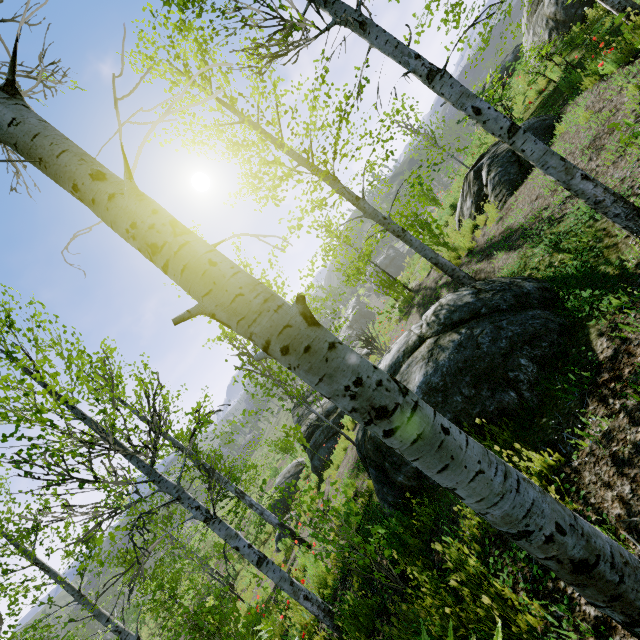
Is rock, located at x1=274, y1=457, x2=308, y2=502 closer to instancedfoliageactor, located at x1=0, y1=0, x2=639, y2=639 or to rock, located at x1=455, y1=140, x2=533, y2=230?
instancedfoliageactor, located at x1=0, y1=0, x2=639, y2=639

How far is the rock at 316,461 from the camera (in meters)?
14.17

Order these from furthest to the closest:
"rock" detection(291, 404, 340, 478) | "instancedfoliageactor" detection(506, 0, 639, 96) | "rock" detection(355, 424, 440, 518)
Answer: "rock" detection(291, 404, 340, 478), "instancedfoliageactor" detection(506, 0, 639, 96), "rock" detection(355, 424, 440, 518)

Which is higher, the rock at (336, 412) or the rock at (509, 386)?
the rock at (509, 386)

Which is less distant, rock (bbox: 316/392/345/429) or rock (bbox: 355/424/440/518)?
rock (bbox: 355/424/440/518)

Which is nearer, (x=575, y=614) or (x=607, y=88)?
(x=575, y=614)

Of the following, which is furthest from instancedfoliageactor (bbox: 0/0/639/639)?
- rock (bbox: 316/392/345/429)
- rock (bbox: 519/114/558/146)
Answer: rock (bbox: 316/392/345/429)

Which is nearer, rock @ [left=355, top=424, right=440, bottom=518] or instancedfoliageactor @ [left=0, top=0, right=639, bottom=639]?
instancedfoliageactor @ [left=0, top=0, right=639, bottom=639]
